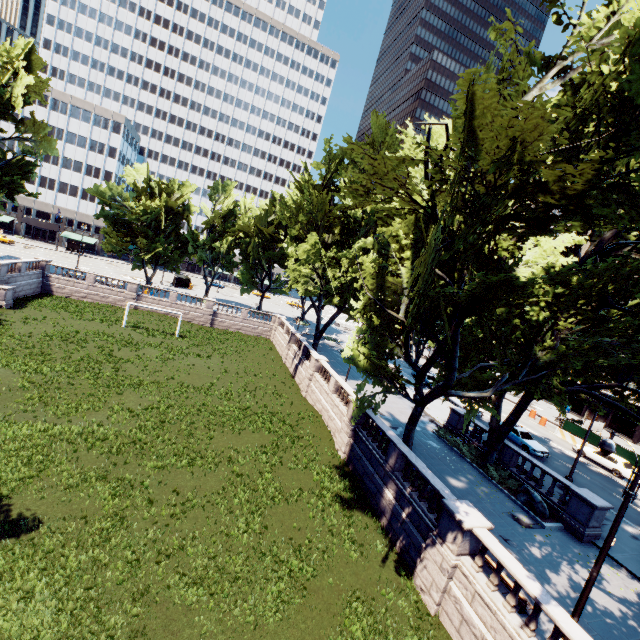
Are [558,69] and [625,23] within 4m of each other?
yes

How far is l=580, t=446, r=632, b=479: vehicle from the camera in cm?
2782

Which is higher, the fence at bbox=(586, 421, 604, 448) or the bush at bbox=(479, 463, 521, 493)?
the fence at bbox=(586, 421, 604, 448)

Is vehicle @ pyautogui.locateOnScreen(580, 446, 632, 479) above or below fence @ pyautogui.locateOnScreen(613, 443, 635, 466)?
below

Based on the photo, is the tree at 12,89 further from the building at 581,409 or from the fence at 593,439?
the fence at 593,439

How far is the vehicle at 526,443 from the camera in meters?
27.1 m

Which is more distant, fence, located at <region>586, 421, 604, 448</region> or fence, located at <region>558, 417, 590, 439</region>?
fence, located at <region>558, 417, 590, 439</region>

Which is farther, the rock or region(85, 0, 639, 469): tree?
the rock
